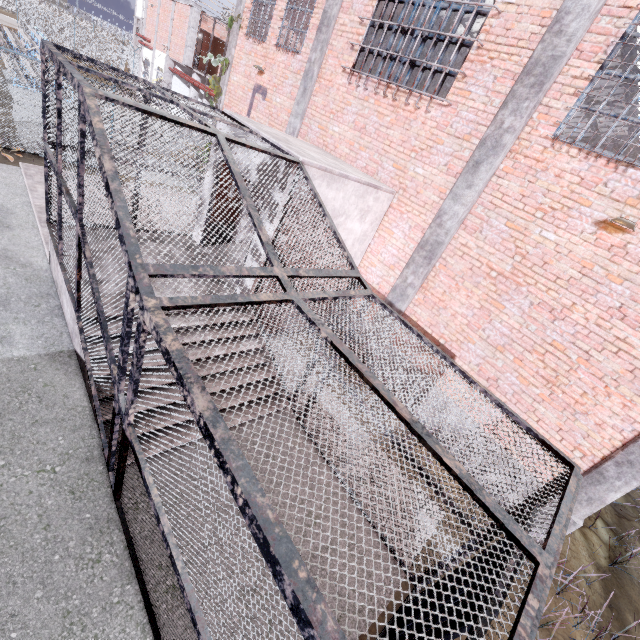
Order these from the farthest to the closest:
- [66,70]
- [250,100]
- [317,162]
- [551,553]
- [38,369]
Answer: [250,100], [317,162], [38,369], [66,70], [551,553]

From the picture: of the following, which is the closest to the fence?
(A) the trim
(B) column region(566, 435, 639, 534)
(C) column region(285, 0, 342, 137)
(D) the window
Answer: (A) the trim

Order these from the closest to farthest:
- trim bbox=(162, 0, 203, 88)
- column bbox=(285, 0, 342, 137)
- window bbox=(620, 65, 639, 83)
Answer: window bbox=(620, 65, 639, 83), column bbox=(285, 0, 342, 137), trim bbox=(162, 0, 203, 88)

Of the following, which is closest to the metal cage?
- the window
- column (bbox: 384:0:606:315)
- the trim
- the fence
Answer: column (bbox: 384:0:606:315)

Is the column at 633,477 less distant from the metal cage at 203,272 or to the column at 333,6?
the metal cage at 203,272

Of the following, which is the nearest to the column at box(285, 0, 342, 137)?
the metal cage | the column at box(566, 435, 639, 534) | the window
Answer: the metal cage

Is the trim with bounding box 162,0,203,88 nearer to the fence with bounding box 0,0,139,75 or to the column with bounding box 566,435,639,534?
the fence with bounding box 0,0,139,75

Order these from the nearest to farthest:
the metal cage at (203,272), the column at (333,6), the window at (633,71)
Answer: the metal cage at (203,272)
the window at (633,71)
the column at (333,6)
